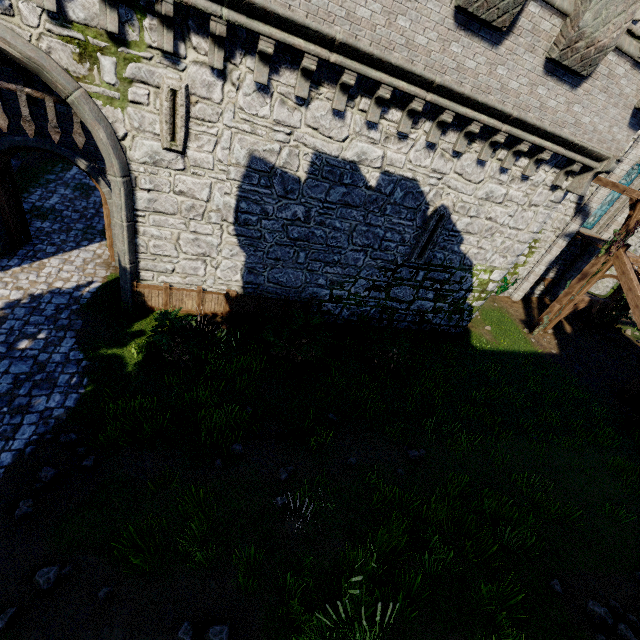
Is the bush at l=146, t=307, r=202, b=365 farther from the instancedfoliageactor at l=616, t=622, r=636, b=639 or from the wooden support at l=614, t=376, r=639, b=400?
the wooden support at l=614, t=376, r=639, b=400

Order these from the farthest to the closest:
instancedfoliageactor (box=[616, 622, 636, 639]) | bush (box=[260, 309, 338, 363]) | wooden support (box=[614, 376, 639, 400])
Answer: wooden support (box=[614, 376, 639, 400])
bush (box=[260, 309, 338, 363])
instancedfoliageactor (box=[616, 622, 636, 639])

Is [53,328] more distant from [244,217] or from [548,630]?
[548,630]

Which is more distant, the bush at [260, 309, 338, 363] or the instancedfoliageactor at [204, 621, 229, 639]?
the bush at [260, 309, 338, 363]

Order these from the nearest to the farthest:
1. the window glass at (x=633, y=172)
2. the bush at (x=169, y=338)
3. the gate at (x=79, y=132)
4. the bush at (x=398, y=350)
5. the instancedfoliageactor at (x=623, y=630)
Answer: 1. the instancedfoliageactor at (x=623, y=630)
2. the gate at (x=79, y=132)
3. the bush at (x=169, y=338)
4. the bush at (x=398, y=350)
5. the window glass at (x=633, y=172)

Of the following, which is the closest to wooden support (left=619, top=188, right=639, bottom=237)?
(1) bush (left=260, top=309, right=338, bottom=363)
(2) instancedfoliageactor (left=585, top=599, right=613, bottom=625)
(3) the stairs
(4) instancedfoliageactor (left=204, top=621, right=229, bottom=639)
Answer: (3) the stairs

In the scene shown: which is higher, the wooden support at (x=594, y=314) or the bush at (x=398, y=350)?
the wooden support at (x=594, y=314)

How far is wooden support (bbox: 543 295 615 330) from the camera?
17.8 meters
